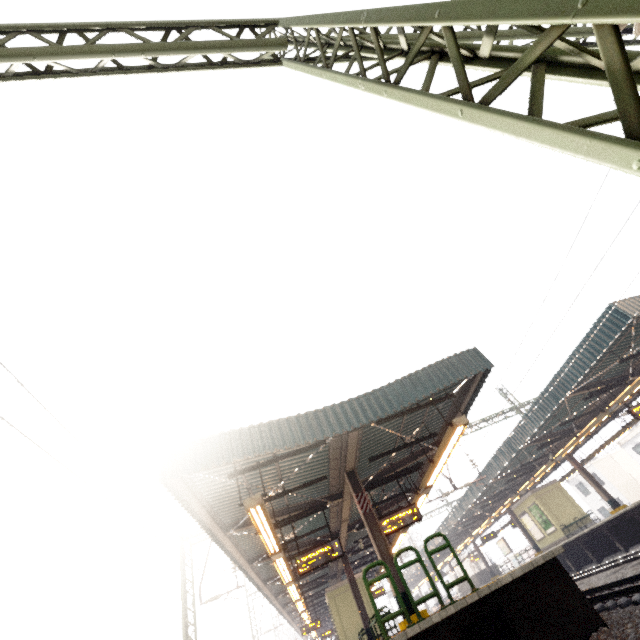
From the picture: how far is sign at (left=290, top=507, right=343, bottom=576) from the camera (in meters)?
9.91

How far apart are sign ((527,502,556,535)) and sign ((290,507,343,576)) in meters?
18.7 m

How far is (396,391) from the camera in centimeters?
882cm

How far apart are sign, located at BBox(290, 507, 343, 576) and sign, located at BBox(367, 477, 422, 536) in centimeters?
134cm

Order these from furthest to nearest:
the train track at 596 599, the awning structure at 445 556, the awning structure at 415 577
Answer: the awning structure at 415 577 → the awning structure at 445 556 → the train track at 596 599

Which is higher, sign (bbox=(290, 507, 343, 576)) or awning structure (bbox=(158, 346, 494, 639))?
awning structure (bbox=(158, 346, 494, 639))

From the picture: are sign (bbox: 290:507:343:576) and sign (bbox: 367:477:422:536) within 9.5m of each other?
yes

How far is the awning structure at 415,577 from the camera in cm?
3919
